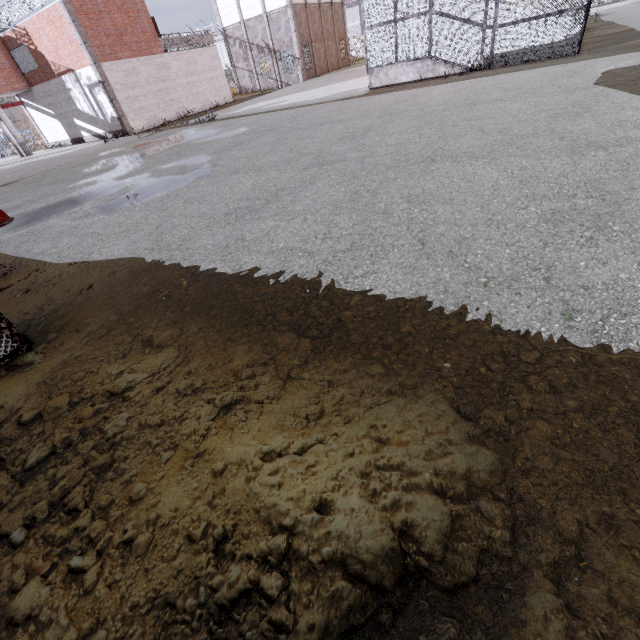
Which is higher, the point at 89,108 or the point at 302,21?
the point at 302,21

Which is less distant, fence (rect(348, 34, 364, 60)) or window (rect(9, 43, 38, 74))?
window (rect(9, 43, 38, 74))

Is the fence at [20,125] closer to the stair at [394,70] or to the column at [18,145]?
the column at [18,145]

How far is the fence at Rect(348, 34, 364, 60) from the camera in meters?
47.3

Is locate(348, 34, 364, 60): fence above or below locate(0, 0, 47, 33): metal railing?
below

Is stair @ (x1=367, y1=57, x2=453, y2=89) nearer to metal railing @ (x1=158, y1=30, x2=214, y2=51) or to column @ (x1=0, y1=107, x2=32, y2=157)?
metal railing @ (x1=158, y1=30, x2=214, y2=51)

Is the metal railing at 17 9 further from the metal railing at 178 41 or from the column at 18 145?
the column at 18 145

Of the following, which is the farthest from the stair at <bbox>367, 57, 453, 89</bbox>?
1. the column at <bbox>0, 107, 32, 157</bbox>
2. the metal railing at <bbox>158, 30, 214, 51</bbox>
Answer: the column at <bbox>0, 107, 32, 157</bbox>
